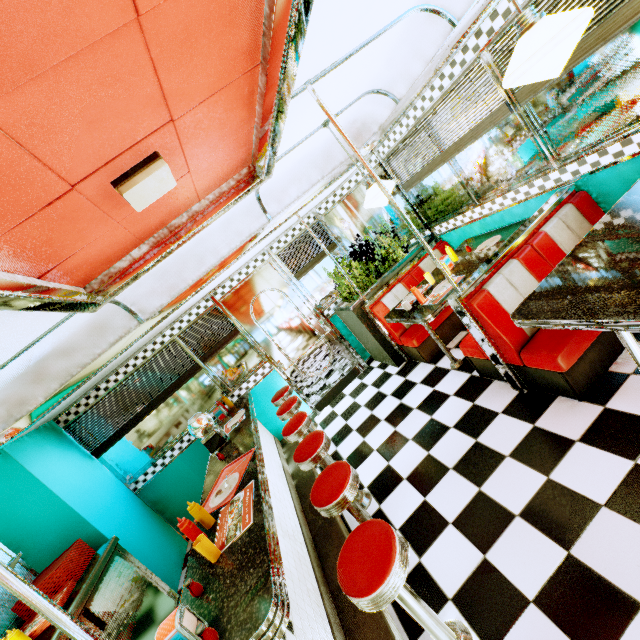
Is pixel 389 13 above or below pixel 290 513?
above

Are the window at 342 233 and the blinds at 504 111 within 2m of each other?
yes

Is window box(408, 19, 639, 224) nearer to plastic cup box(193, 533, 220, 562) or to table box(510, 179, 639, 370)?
table box(510, 179, 639, 370)

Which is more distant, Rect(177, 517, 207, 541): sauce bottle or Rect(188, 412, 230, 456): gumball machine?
Rect(188, 412, 230, 456): gumball machine

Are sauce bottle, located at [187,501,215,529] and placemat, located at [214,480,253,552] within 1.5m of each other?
yes

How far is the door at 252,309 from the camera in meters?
5.2 m

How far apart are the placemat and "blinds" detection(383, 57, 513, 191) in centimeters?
385cm

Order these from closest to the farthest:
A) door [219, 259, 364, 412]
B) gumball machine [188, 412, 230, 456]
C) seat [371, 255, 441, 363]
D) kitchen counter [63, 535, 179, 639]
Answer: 1. kitchen counter [63, 535, 179, 639]
2. gumball machine [188, 412, 230, 456]
3. seat [371, 255, 441, 363]
4. door [219, 259, 364, 412]
